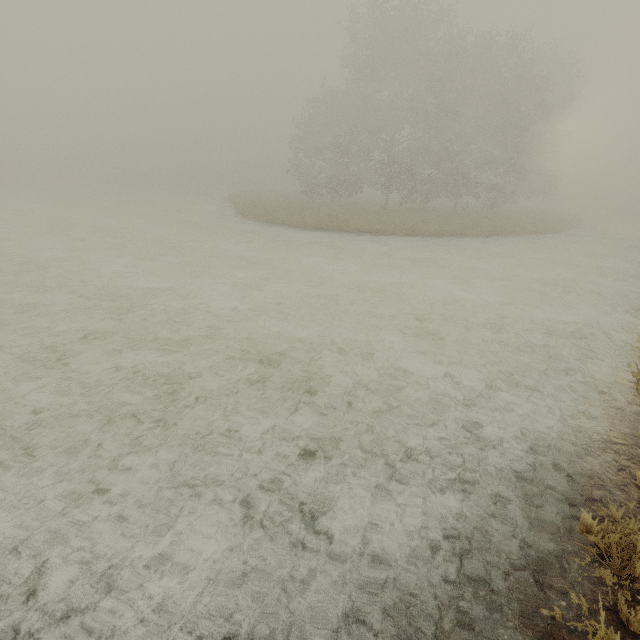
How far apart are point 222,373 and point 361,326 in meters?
3.7 m
